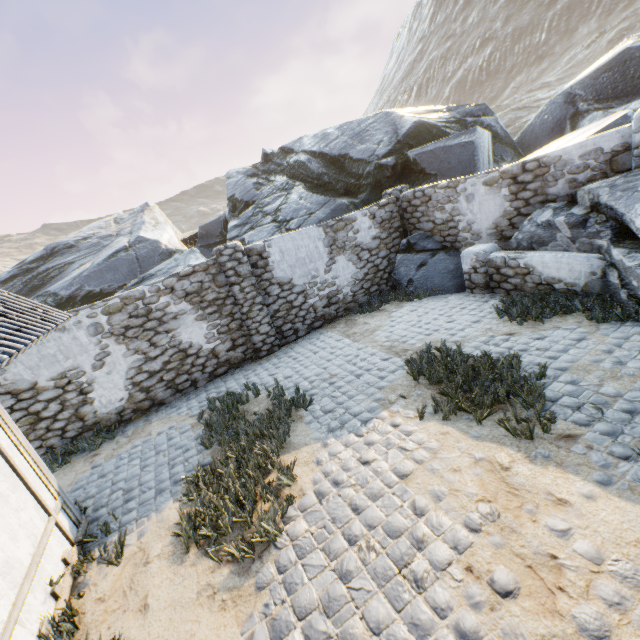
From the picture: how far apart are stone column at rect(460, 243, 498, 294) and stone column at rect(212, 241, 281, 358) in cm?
550

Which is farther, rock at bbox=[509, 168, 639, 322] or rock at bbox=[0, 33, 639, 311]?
rock at bbox=[0, 33, 639, 311]

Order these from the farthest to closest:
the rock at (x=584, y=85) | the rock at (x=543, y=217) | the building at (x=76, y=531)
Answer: the rock at (x=584, y=85) → the rock at (x=543, y=217) → the building at (x=76, y=531)

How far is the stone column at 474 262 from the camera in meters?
8.2

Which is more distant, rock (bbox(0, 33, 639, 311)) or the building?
rock (bbox(0, 33, 639, 311))

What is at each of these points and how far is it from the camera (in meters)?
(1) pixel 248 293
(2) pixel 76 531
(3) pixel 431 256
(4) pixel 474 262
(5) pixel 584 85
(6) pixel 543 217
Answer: (1) stone column, 8.65
(2) building, 4.66
(3) rock, 9.97
(4) stone column, 8.33
(5) rock, 12.95
(6) rock, 7.07

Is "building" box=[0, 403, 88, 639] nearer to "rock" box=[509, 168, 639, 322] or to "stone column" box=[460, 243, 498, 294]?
"rock" box=[509, 168, 639, 322]

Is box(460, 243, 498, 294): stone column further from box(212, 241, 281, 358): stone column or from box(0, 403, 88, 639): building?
box(0, 403, 88, 639): building
